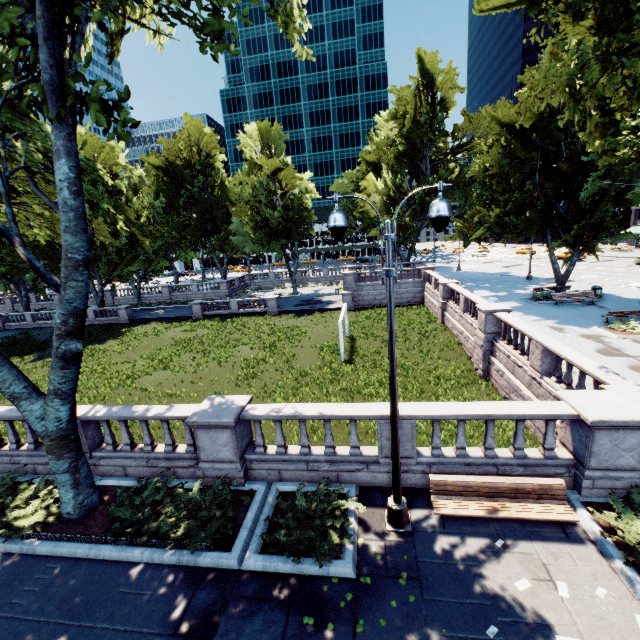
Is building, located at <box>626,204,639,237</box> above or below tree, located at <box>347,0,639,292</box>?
below

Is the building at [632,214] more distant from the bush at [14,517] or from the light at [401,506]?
the bush at [14,517]

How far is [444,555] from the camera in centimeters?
680cm

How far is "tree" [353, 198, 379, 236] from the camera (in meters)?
45.44

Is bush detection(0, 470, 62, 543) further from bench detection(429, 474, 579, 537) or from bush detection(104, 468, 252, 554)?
bench detection(429, 474, 579, 537)

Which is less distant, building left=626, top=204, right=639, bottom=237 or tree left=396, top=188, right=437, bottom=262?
tree left=396, top=188, right=437, bottom=262

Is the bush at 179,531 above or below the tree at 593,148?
below

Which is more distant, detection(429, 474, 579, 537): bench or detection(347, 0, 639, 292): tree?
detection(347, 0, 639, 292): tree
